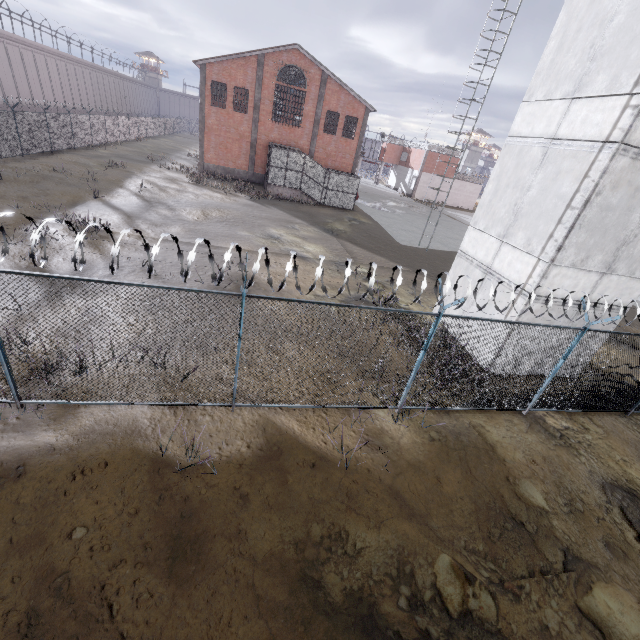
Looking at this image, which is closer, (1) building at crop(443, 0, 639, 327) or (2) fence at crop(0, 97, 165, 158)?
(1) building at crop(443, 0, 639, 327)

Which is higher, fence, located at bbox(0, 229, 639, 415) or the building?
the building

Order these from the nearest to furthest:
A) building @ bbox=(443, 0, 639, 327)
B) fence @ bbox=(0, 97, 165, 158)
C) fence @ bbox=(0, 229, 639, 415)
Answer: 1. fence @ bbox=(0, 229, 639, 415)
2. building @ bbox=(443, 0, 639, 327)
3. fence @ bbox=(0, 97, 165, 158)

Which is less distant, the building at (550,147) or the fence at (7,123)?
the building at (550,147)

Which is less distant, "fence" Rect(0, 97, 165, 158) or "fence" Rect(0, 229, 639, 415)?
"fence" Rect(0, 229, 639, 415)

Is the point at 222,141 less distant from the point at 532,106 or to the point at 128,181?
the point at 128,181
